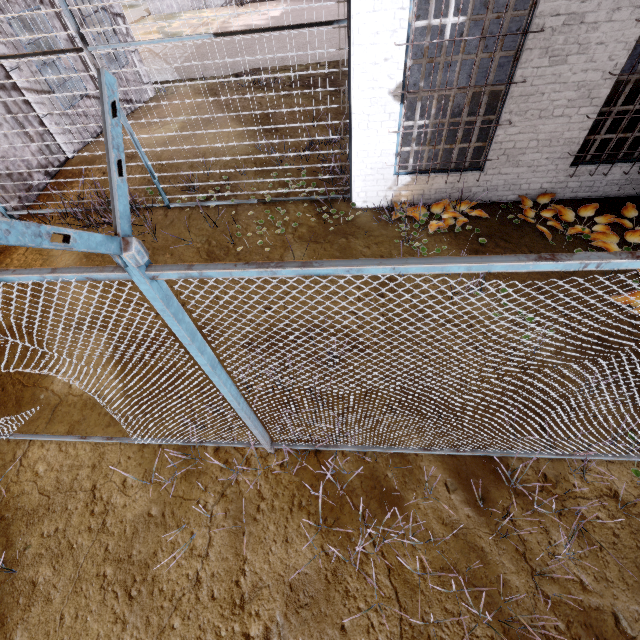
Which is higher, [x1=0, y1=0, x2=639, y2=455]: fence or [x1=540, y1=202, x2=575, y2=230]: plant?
[x1=0, y1=0, x2=639, y2=455]: fence

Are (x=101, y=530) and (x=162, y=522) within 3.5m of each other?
yes

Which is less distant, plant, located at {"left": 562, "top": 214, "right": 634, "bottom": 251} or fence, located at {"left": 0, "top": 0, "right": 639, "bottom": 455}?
fence, located at {"left": 0, "top": 0, "right": 639, "bottom": 455}

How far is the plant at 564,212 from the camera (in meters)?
5.42

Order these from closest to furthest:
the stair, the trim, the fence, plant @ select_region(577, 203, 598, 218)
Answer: the fence < plant @ select_region(577, 203, 598, 218) < the trim < the stair

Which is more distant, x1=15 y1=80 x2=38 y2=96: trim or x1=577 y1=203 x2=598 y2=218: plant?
x1=15 y1=80 x2=38 y2=96: trim

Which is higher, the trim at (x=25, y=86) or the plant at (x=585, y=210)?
the trim at (x=25, y=86)
